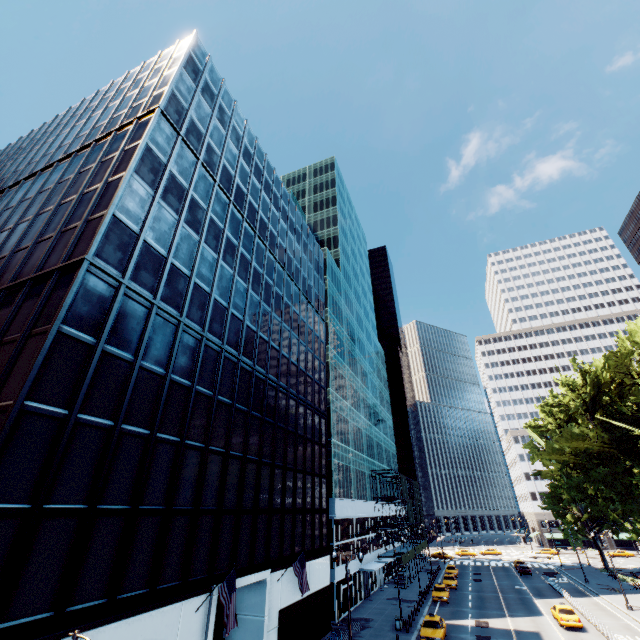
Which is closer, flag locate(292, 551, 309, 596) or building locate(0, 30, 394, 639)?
building locate(0, 30, 394, 639)

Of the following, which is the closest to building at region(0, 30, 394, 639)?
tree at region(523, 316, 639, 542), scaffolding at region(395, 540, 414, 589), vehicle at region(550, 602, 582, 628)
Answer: vehicle at region(550, 602, 582, 628)

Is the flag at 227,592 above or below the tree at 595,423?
below

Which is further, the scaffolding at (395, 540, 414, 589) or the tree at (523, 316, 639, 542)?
the scaffolding at (395, 540, 414, 589)

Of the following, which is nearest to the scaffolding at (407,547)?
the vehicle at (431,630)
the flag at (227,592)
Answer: the vehicle at (431,630)

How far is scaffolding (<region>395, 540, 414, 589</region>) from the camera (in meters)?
46.97

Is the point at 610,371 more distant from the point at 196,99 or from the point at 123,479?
the point at 196,99
